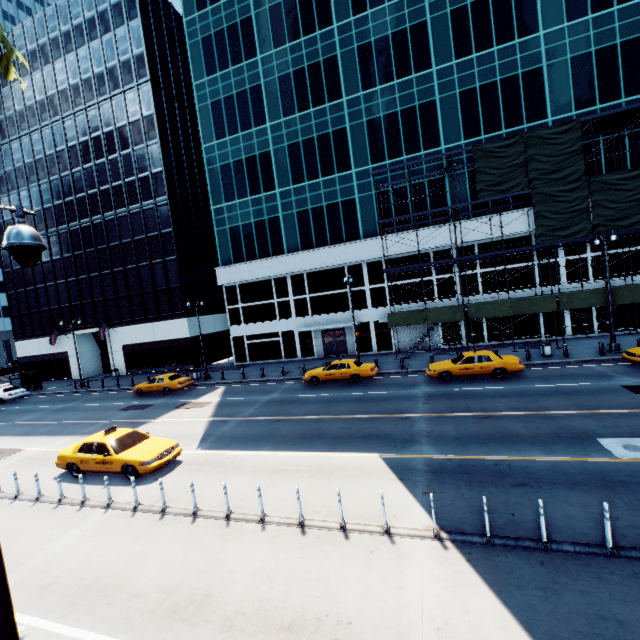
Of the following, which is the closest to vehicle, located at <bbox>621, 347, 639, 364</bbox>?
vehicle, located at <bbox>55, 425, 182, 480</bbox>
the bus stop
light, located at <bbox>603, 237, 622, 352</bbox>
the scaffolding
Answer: light, located at <bbox>603, 237, 622, 352</bbox>

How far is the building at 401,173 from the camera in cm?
2908

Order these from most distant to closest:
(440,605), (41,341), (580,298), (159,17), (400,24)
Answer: (41,341), (159,17), (400,24), (580,298), (440,605)

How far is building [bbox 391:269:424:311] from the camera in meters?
29.6

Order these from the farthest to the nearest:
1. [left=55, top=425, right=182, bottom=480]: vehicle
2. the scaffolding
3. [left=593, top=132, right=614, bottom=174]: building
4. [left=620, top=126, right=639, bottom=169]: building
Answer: [left=593, top=132, right=614, bottom=174]: building
[left=620, top=126, right=639, bottom=169]: building
the scaffolding
[left=55, top=425, right=182, bottom=480]: vehicle

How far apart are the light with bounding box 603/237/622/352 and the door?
19.43m

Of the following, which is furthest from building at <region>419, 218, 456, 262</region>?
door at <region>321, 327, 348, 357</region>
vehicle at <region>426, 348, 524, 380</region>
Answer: vehicle at <region>426, 348, 524, 380</region>
